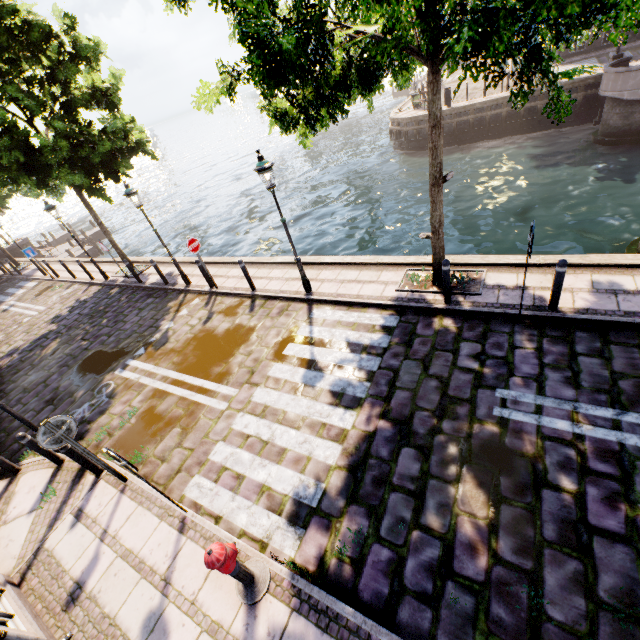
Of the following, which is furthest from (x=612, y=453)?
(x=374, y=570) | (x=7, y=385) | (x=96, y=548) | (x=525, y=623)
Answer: (x=7, y=385)

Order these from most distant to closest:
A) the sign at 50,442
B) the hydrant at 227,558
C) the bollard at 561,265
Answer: the bollard at 561,265
the sign at 50,442
the hydrant at 227,558

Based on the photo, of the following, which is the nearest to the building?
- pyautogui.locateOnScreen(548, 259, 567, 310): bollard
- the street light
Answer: the street light

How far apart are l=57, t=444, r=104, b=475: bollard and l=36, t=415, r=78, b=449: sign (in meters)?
0.78

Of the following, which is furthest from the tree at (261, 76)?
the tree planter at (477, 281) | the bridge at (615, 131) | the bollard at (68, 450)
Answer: the bollard at (68, 450)

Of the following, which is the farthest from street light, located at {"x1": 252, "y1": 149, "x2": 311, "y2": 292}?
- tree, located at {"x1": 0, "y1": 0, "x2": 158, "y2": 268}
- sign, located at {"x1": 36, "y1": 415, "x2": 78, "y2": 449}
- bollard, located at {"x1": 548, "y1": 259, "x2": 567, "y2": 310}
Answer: sign, located at {"x1": 36, "y1": 415, "x2": 78, "y2": 449}

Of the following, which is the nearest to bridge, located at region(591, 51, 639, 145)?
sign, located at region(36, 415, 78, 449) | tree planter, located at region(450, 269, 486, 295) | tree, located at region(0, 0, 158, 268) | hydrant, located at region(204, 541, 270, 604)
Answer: tree, located at region(0, 0, 158, 268)

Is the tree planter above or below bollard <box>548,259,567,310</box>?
below
